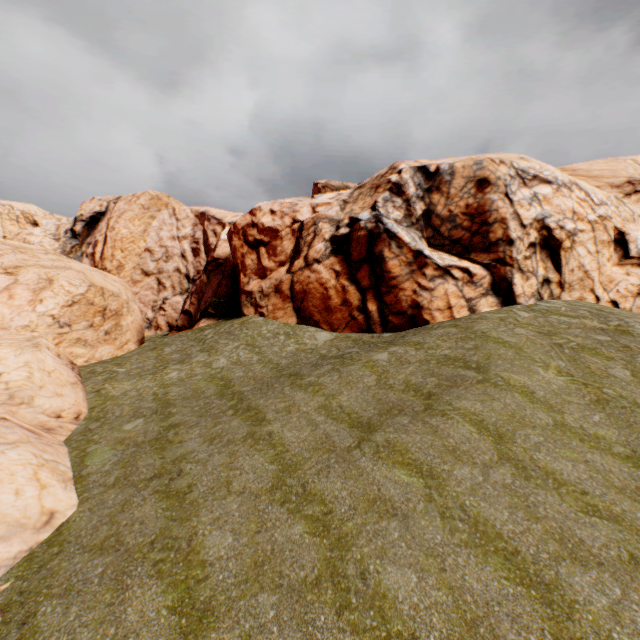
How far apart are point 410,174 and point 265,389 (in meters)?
20.58
